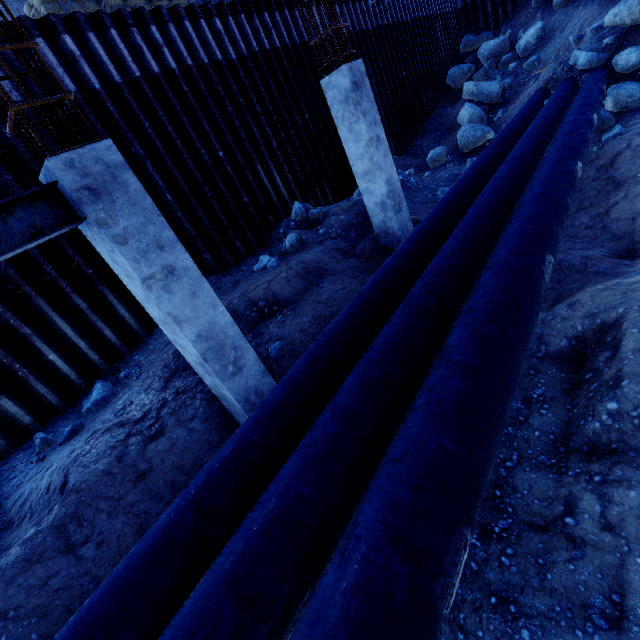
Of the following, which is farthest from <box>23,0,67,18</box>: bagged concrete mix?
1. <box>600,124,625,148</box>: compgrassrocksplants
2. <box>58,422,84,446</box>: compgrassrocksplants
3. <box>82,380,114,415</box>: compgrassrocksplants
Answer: <box>600,124,625,148</box>: compgrassrocksplants

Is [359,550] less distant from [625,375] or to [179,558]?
[179,558]

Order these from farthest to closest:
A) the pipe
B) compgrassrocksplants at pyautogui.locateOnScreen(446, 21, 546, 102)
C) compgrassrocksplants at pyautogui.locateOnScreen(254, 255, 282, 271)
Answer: compgrassrocksplants at pyautogui.locateOnScreen(446, 21, 546, 102), compgrassrocksplants at pyautogui.locateOnScreen(254, 255, 282, 271), the pipe

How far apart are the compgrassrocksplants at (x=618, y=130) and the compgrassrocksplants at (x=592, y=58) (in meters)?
4.28

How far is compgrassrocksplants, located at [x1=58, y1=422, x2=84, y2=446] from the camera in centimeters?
543cm

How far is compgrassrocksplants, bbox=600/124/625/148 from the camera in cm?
845

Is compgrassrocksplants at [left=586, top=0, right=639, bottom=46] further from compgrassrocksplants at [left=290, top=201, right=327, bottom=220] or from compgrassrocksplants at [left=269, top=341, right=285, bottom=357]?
compgrassrocksplants at [left=269, top=341, right=285, bottom=357]

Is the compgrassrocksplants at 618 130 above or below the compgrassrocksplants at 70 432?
below
